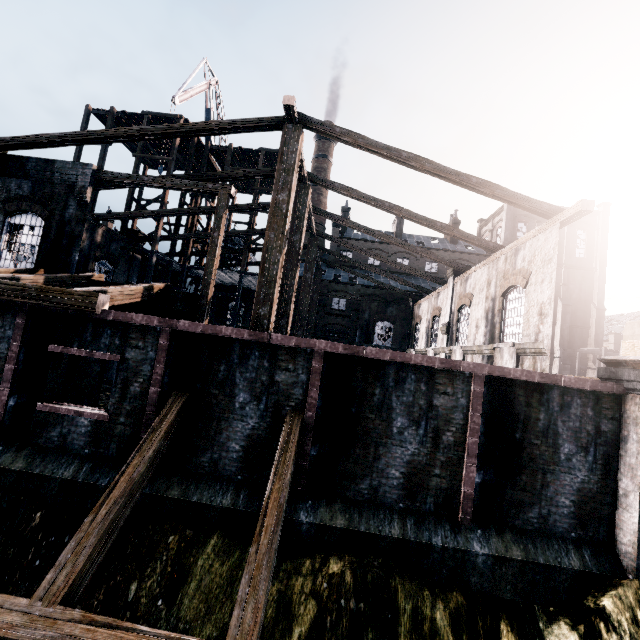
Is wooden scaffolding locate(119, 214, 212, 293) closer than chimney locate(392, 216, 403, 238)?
Yes

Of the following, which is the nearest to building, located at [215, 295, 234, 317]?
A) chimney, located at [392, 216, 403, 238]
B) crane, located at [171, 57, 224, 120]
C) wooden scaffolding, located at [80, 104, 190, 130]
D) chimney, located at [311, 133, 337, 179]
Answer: wooden scaffolding, located at [80, 104, 190, 130]

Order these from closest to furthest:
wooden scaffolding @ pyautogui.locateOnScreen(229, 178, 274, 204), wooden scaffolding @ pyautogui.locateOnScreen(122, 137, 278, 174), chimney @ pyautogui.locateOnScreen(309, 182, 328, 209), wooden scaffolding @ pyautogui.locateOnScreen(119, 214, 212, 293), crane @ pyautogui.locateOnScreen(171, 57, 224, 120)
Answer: wooden scaffolding @ pyautogui.locateOnScreen(119, 214, 212, 293)
wooden scaffolding @ pyautogui.locateOnScreen(122, 137, 278, 174)
wooden scaffolding @ pyautogui.locateOnScreen(229, 178, 274, 204)
crane @ pyautogui.locateOnScreen(171, 57, 224, 120)
chimney @ pyautogui.locateOnScreen(309, 182, 328, 209)

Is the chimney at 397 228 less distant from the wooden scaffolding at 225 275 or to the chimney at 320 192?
the chimney at 320 192

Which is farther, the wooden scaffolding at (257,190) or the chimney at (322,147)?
the chimney at (322,147)

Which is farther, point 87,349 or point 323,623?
point 87,349

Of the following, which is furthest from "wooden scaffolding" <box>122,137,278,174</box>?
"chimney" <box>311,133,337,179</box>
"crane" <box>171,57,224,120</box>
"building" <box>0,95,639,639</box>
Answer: "chimney" <box>311,133,337,179</box>
